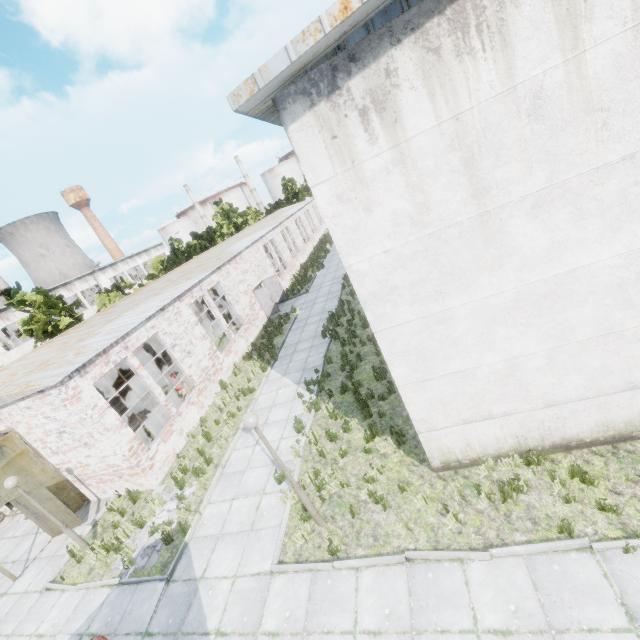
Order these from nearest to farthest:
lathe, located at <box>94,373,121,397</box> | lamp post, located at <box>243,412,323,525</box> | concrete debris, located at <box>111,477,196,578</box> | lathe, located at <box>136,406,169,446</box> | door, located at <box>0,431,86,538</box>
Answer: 1. lamp post, located at <box>243,412,323,525</box>
2. concrete debris, located at <box>111,477,196,578</box>
3. door, located at <box>0,431,86,538</box>
4. lathe, located at <box>136,406,169,446</box>
5. lathe, located at <box>94,373,121,397</box>

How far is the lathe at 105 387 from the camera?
21.8m

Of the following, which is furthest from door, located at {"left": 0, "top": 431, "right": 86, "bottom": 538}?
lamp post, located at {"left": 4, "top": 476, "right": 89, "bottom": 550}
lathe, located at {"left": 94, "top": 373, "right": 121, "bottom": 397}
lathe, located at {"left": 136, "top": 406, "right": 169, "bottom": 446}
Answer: lathe, located at {"left": 94, "top": 373, "right": 121, "bottom": 397}

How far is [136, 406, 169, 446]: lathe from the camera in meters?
13.0

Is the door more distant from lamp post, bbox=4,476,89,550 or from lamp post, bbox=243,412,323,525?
lamp post, bbox=243,412,323,525

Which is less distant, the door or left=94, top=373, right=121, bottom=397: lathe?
the door

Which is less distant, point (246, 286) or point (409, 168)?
point (409, 168)

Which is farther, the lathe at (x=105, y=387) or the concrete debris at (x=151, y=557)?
the lathe at (x=105, y=387)
